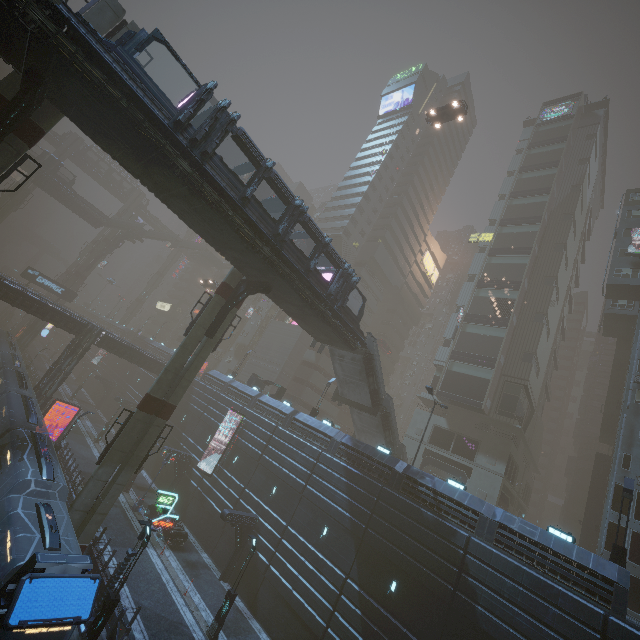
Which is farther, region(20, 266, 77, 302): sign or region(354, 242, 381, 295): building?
region(354, 242, 381, 295): building

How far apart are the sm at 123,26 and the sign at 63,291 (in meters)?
47.81

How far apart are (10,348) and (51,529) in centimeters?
3708cm

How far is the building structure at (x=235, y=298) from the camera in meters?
21.9 m

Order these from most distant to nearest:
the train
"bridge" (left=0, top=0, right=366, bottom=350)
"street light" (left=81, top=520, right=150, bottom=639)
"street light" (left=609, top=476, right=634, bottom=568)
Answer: "street light" (left=609, top=476, right=634, bottom=568)
"street light" (left=81, top=520, right=150, bottom=639)
"bridge" (left=0, top=0, right=366, bottom=350)
the train

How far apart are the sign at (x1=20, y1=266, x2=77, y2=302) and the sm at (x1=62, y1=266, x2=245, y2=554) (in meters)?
47.29

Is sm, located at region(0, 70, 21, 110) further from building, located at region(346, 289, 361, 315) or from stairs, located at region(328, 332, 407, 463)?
stairs, located at region(328, 332, 407, 463)

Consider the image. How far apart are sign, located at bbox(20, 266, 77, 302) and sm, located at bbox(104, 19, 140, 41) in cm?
4781
